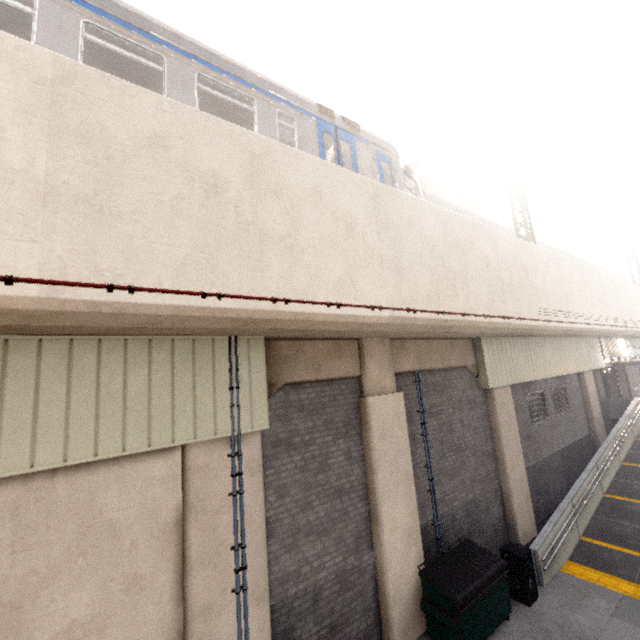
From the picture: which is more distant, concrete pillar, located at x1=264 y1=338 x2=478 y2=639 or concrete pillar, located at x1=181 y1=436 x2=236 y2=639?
concrete pillar, located at x1=264 y1=338 x2=478 y2=639

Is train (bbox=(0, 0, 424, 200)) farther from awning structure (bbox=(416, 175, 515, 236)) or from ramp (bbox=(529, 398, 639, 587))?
ramp (bbox=(529, 398, 639, 587))

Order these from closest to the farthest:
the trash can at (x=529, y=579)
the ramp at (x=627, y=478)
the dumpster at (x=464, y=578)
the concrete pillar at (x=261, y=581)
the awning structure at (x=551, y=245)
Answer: the concrete pillar at (x=261, y=581) < the dumpster at (x=464, y=578) < the trash can at (x=529, y=579) < the ramp at (x=627, y=478) < the awning structure at (x=551, y=245)

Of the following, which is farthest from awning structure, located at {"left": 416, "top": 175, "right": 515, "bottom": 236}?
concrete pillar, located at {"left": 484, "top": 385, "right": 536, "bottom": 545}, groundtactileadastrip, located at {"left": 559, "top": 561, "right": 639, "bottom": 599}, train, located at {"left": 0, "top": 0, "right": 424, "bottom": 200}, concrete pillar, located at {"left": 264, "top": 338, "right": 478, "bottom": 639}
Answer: groundtactileadastrip, located at {"left": 559, "top": 561, "right": 639, "bottom": 599}

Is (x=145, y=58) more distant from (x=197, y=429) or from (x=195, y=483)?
(x=195, y=483)

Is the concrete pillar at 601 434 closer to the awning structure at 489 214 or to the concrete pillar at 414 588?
the awning structure at 489 214

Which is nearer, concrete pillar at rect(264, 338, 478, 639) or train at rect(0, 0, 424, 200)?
train at rect(0, 0, 424, 200)

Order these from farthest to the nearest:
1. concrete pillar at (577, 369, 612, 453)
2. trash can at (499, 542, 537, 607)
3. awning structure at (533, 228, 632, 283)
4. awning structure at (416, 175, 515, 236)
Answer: awning structure at (533, 228, 632, 283), concrete pillar at (577, 369, 612, 453), awning structure at (416, 175, 515, 236), trash can at (499, 542, 537, 607)
